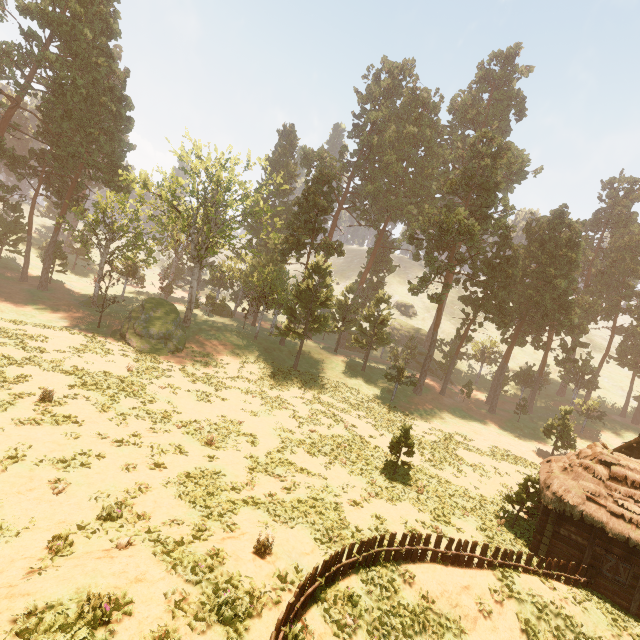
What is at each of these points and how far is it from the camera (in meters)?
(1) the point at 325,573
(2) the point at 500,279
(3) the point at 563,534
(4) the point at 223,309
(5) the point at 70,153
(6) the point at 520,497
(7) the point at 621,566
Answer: (1) fence, 10.74
(2) treerock, 48.25
(3) building, 16.86
(4) treerock, 56.00
(5) treerock, 40.53
(6) treerock, 19.39
(7) bp, 15.62

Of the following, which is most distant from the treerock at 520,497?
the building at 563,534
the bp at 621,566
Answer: the bp at 621,566

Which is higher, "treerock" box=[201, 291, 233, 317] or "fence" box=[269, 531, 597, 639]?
"treerock" box=[201, 291, 233, 317]

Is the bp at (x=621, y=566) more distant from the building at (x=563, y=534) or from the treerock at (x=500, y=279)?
the treerock at (x=500, y=279)

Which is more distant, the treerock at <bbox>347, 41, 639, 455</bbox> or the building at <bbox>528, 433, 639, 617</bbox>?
the treerock at <bbox>347, 41, 639, 455</bbox>

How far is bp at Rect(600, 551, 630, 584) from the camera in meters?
15.5

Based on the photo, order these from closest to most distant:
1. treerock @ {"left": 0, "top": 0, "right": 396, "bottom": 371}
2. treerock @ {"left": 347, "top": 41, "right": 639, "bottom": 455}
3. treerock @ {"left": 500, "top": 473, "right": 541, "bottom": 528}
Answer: treerock @ {"left": 500, "top": 473, "right": 541, "bottom": 528}, treerock @ {"left": 0, "top": 0, "right": 396, "bottom": 371}, treerock @ {"left": 347, "top": 41, "right": 639, "bottom": 455}

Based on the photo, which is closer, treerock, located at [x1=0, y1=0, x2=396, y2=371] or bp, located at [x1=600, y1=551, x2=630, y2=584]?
bp, located at [x1=600, y1=551, x2=630, y2=584]
